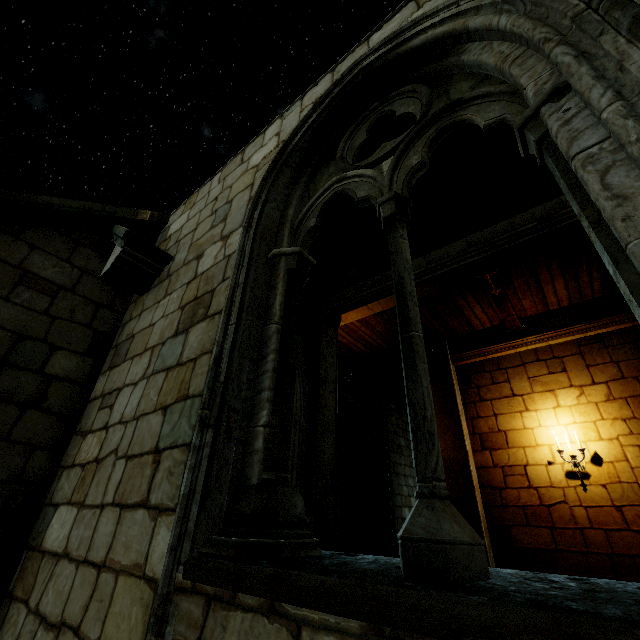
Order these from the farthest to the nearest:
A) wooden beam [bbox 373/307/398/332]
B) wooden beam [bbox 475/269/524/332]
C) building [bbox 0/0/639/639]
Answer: wooden beam [bbox 373/307/398/332] → wooden beam [bbox 475/269/524/332] → building [bbox 0/0/639/639]

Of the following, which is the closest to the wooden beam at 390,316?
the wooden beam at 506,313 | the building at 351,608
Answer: the building at 351,608

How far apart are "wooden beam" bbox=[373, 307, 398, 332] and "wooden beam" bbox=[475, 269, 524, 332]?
1.8m

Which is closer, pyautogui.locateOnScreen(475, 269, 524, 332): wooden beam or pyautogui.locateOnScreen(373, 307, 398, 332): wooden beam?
pyautogui.locateOnScreen(475, 269, 524, 332): wooden beam

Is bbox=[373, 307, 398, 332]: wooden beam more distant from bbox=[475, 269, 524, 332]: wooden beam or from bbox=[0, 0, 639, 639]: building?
bbox=[475, 269, 524, 332]: wooden beam

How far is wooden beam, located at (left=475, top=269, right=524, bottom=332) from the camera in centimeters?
600cm

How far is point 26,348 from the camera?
3.6m

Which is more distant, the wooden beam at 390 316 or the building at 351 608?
the wooden beam at 390 316
